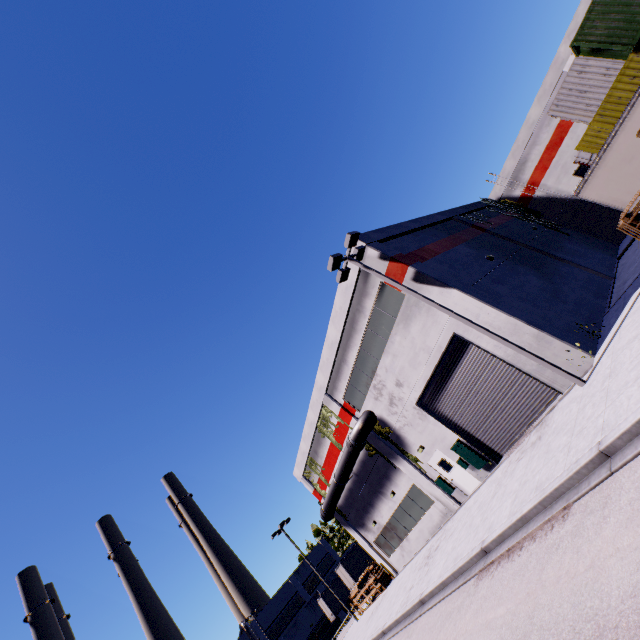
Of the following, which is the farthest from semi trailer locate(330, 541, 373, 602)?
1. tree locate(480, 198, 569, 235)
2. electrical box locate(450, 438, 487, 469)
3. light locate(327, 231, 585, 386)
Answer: electrical box locate(450, 438, 487, 469)

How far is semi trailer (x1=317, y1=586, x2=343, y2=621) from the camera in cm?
4050

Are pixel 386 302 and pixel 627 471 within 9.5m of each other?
no

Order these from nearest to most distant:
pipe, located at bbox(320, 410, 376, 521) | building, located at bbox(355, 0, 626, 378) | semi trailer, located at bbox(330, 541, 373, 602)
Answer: building, located at bbox(355, 0, 626, 378) → pipe, located at bbox(320, 410, 376, 521) → semi trailer, located at bbox(330, 541, 373, 602)

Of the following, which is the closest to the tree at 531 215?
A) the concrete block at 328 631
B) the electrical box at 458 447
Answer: the electrical box at 458 447

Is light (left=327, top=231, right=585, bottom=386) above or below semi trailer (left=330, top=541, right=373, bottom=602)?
above

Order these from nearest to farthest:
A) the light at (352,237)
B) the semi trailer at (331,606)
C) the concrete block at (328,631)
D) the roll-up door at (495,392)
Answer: the light at (352,237)
the roll-up door at (495,392)
the semi trailer at (331,606)
the concrete block at (328,631)

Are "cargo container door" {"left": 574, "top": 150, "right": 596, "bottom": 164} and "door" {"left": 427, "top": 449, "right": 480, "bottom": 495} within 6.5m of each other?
no
